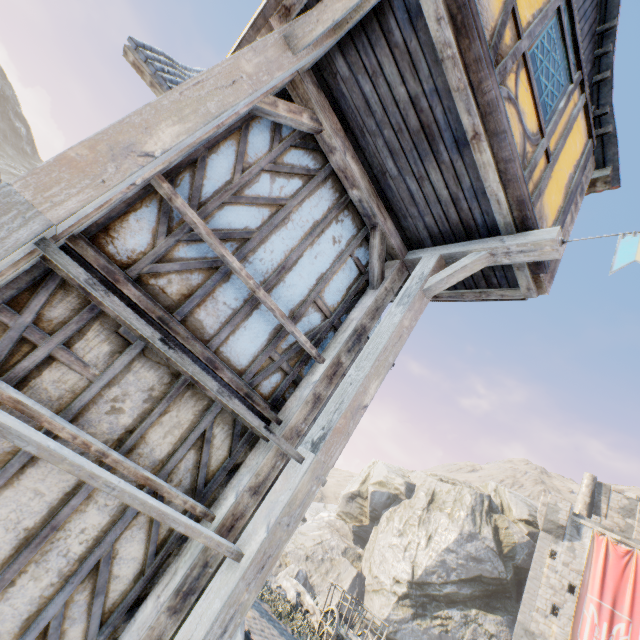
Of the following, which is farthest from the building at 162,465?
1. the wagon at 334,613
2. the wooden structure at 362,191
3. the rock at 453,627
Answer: the wagon at 334,613

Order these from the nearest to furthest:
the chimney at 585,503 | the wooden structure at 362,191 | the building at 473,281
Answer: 1. the wooden structure at 362,191
2. the building at 473,281
3. the chimney at 585,503

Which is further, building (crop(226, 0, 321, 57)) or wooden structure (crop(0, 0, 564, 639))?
building (crop(226, 0, 321, 57))

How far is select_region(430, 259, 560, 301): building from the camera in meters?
3.8 m

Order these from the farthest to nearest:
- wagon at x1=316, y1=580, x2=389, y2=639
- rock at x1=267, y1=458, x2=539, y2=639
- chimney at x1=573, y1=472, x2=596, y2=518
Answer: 1. chimney at x1=573, y1=472, x2=596, y2=518
2. rock at x1=267, y1=458, x2=539, y2=639
3. wagon at x1=316, y1=580, x2=389, y2=639

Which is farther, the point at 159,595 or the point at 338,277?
the point at 338,277

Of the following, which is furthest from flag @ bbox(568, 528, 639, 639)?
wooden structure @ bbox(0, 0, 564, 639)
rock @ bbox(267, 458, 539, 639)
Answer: rock @ bbox(267, 458, 539, 639)
